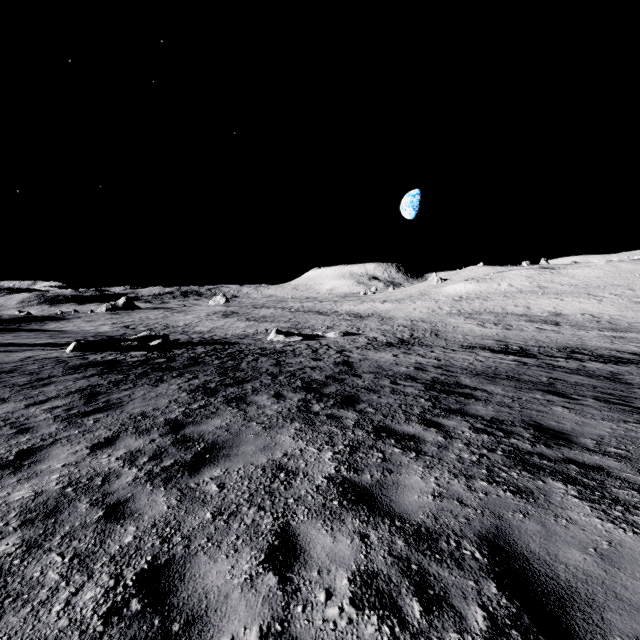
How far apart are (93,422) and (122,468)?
2.6m

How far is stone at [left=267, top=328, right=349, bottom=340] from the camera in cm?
3206

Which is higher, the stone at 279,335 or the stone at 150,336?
the stone at 150,336

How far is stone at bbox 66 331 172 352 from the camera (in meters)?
18.91

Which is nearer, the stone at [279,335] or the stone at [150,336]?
the stone at [150,336]

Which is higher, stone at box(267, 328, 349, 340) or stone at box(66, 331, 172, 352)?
stone at box(66, 331, 172, 352)

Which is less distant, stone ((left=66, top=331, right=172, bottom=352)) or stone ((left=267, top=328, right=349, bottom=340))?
stone ((left=66, top=331, right=172, bottom=352))
